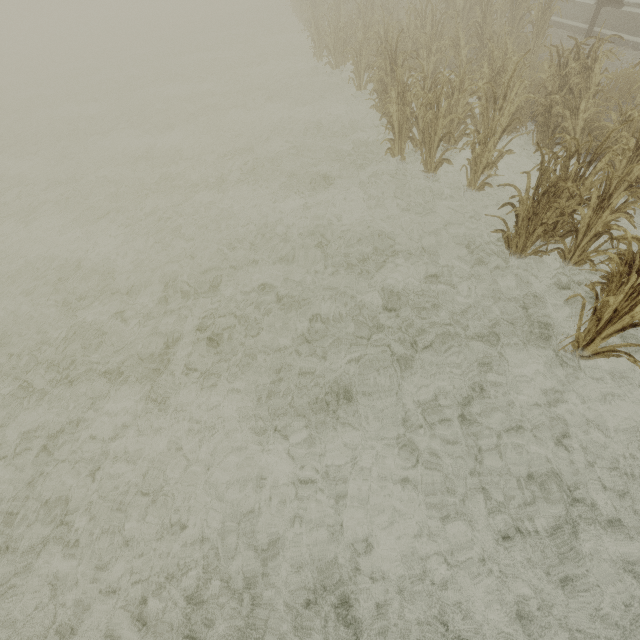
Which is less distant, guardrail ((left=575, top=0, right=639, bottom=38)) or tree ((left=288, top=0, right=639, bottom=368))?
tree ((left=288, top=0, right=639, bottom=368))

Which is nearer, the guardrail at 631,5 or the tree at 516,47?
the tree at 516,47

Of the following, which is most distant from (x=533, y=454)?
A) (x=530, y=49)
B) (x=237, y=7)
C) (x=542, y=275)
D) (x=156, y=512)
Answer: (x=237, y=7)
